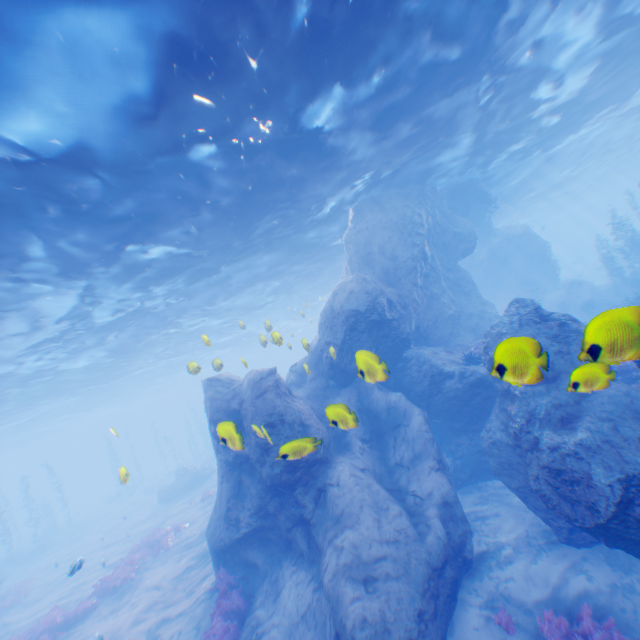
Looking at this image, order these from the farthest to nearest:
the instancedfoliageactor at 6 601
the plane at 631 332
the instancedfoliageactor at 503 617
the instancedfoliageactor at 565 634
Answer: the instancedfoliageactor at 6 601 → the instancedfoliageactor at 503 617 → the instancedfoliageactor at 565 634 → the plane at 631 332

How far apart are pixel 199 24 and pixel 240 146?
3.5 meters

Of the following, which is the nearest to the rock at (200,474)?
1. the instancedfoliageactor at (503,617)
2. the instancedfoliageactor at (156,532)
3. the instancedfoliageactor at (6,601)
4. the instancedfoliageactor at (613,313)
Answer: the instancedfoliageactor at (613,313)

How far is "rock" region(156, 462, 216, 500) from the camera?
28.2 meters

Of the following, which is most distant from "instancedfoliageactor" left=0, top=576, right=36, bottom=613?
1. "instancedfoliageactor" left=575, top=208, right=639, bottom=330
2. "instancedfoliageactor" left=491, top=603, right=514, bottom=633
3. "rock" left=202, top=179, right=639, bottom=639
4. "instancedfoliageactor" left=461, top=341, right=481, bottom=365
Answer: "instancedfoliageactor" left=575, top=208, right=639, bottom=330

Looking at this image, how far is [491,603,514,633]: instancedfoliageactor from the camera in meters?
7.1 m

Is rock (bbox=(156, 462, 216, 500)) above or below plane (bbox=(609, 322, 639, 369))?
below

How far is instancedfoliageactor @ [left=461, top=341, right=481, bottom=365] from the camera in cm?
1223
